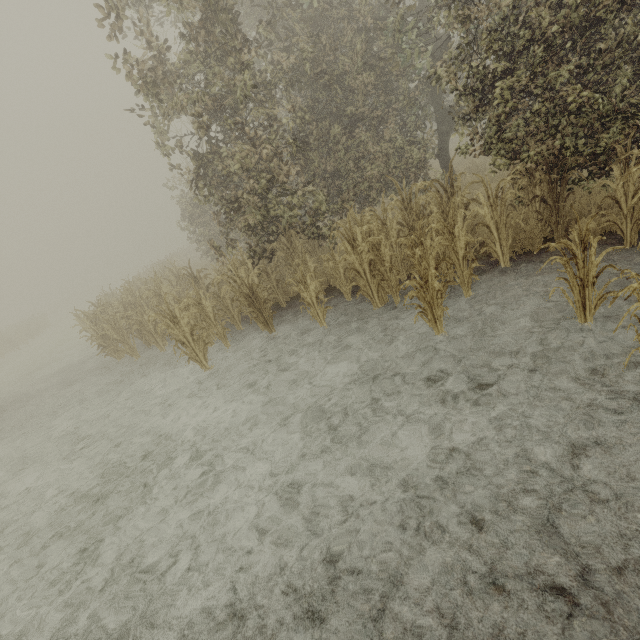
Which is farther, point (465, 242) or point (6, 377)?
point (6, 377)
